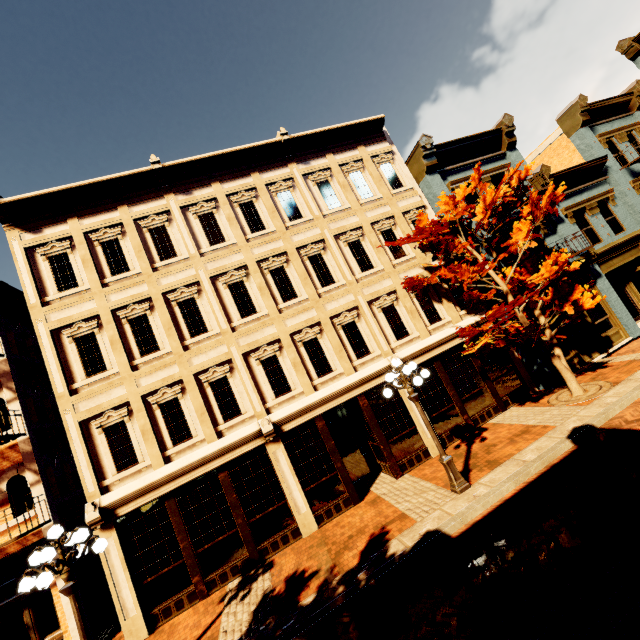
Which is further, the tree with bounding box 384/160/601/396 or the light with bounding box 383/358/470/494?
the tree with bounding box 384/160/601/396

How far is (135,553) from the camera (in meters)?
8.91

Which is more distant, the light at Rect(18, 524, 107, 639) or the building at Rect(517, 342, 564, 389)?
the building at Rect(517, 342, 564, 389)

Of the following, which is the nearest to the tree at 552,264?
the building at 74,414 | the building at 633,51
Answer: the building at 633,51

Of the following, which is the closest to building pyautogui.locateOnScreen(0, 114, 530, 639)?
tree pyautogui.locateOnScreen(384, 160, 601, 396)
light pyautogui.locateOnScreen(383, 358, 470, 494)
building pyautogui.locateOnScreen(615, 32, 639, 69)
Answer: A: building pyautogui.locateOnScreen(615, 32, 639, 69)

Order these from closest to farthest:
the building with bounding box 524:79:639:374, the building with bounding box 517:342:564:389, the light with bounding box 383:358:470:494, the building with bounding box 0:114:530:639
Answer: the light with bounding box 383:358:470:494
the building with bounding box 0:114:530:639
the building with bounding box 517:342:564:389
the building with bounding box 524:79:639:374

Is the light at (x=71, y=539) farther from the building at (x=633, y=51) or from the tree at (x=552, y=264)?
the building at (x=633, y=51)

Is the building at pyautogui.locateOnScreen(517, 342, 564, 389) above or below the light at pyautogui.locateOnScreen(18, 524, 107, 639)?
below
